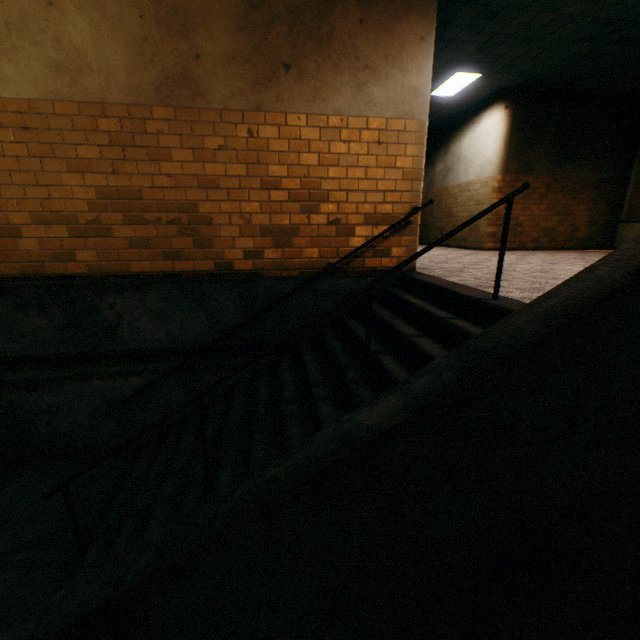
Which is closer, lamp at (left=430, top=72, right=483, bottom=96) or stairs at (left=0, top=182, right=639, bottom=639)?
stairs at (left=0, top=182, right=639, bottom=639)

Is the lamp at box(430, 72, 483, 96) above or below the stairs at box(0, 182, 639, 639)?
above

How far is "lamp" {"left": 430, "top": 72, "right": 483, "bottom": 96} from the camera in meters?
7.3 m

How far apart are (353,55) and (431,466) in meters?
4.7 m

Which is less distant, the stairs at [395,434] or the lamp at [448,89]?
the stairs at [395,434]

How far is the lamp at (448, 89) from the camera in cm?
730
